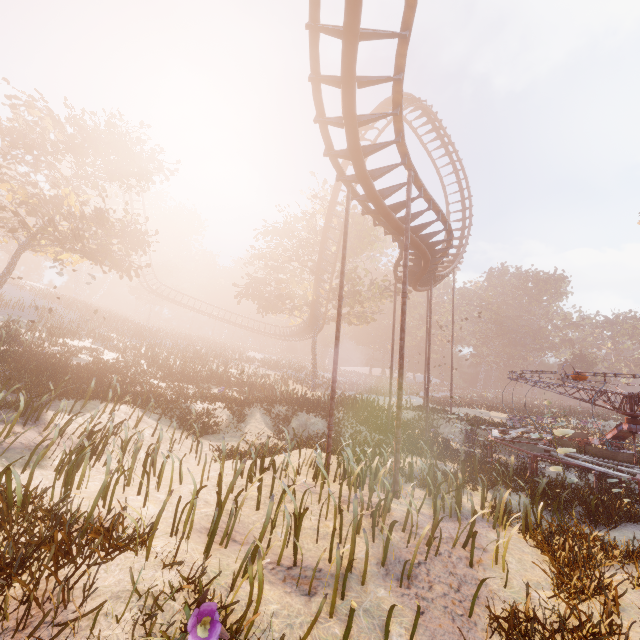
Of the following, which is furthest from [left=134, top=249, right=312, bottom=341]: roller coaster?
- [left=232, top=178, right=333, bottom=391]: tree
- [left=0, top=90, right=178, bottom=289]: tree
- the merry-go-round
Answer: [left=0, top=90, right=178, bottom=289]: tree

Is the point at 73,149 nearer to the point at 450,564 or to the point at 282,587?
the point at 282,587

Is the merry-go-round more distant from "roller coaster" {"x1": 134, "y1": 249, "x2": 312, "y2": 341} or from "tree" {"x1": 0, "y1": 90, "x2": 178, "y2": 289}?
"tree" {"x1": 0, "y1": 90, "x2": 178, "y2": 289}

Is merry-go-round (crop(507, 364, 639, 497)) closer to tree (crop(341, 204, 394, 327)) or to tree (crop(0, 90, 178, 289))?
tree (crop(341, 204, 394, 327))

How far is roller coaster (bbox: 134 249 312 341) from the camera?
40.3m

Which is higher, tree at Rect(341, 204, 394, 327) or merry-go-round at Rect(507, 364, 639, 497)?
tree at Rect(341, 204, 394, 327)

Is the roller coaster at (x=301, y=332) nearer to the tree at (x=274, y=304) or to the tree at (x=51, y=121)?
the tree at (x=274, y=304)

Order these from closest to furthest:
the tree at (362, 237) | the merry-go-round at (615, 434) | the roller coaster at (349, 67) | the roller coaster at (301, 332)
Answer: the roller coaster at (349, 67) < the merry-go-round at (615, 434) < the tree at (362, 237) < the roller coaster at (301, 332)
